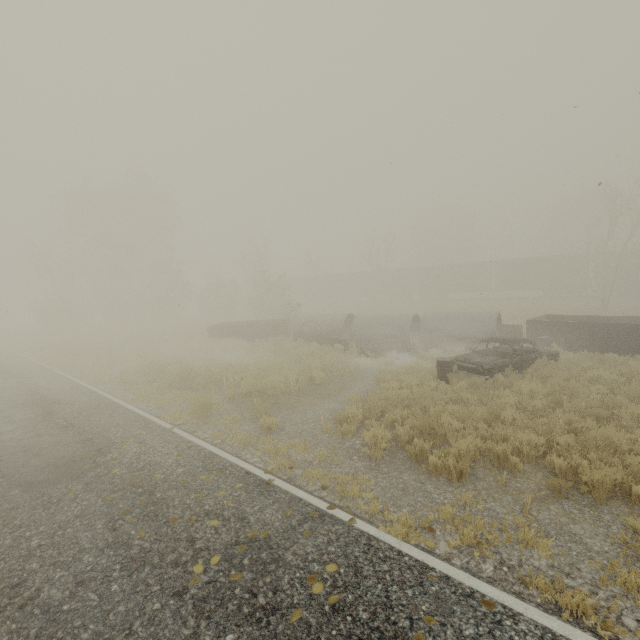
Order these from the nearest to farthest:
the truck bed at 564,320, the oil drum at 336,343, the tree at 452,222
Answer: the truck bed at 564,320 → the oil drum at 336,343 → the tree at 452,222

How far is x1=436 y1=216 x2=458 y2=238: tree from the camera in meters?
58.3

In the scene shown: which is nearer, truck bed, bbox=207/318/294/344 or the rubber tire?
the rubber tire

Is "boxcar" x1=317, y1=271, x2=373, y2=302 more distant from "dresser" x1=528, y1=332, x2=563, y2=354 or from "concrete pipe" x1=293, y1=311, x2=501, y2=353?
"dresser" x1=528, y1=332, x2=563, y2=354

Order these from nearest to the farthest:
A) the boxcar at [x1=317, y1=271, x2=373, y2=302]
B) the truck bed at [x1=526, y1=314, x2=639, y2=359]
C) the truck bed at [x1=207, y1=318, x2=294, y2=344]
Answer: the truck bed at [x1=526, y1=314, x2=639, y2=359], the truck bed at [x1=207, y1=318, x2=294, y2=344], the boxcar at [x1=317, y1=271, x2=373, y2=302]

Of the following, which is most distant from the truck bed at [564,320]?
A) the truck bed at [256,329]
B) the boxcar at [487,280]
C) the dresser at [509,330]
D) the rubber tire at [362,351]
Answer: the boxcar at [487,280]

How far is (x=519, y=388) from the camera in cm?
960

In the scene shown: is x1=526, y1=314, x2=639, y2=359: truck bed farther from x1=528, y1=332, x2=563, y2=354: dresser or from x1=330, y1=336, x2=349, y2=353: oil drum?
x1=330, y1=336, x2=349, y2=353: oil drum
